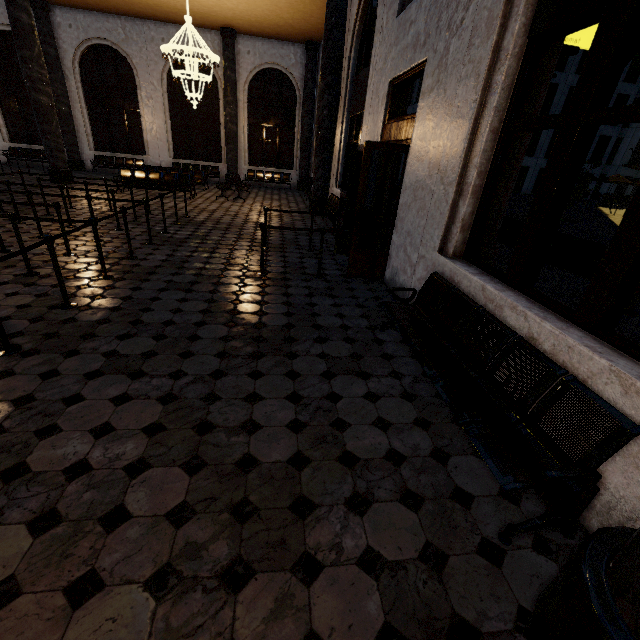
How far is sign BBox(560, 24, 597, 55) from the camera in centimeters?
352cm

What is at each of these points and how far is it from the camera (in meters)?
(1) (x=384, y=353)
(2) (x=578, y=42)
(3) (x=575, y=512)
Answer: (1) building, 3.67
(2) sign, 3.56
(3) bench, 2.05

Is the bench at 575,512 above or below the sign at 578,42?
below

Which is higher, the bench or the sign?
the sign

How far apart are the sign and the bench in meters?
3.3

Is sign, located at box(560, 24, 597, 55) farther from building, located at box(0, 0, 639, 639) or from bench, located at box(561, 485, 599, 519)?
bench, located at box(561, 485, 599, 519)

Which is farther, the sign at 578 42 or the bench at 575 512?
the sign at 578 42
